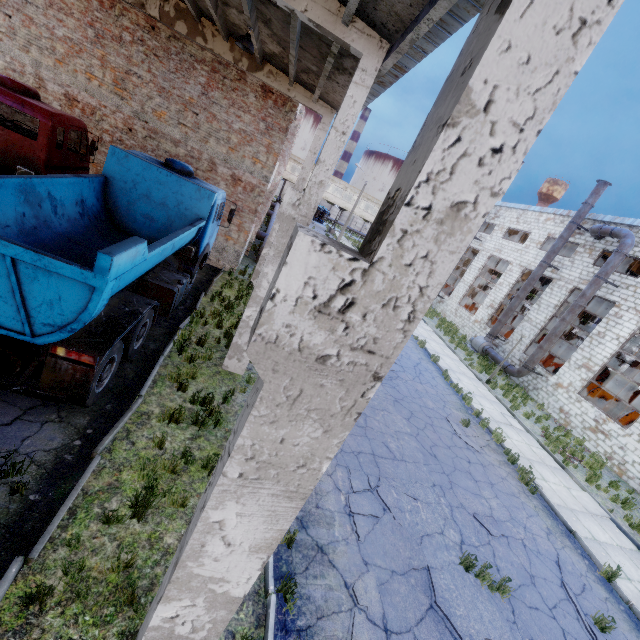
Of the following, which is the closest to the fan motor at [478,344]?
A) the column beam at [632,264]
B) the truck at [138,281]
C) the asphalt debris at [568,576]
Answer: the column beam at [632,264]

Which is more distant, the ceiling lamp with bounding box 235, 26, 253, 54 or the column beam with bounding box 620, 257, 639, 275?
the column beam with bounding box 620, 257, 639, 275

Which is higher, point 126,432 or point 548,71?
point 548,71

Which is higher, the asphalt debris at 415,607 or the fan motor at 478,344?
the fan motor at 478,344

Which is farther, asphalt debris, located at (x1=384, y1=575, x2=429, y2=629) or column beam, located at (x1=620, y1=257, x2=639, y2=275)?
column beam, located at (x1=620, y1=257, x2=639, y2=275)

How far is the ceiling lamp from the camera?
8.5m

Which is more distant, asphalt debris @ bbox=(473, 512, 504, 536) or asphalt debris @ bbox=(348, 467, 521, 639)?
asphalt debris @ bbox=(473, 512, 504, 536)

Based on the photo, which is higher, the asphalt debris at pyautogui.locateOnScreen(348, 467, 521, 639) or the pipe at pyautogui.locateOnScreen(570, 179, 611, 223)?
the pipe at pyautogui.locateOnScreen(570, 179, 611, 223)
